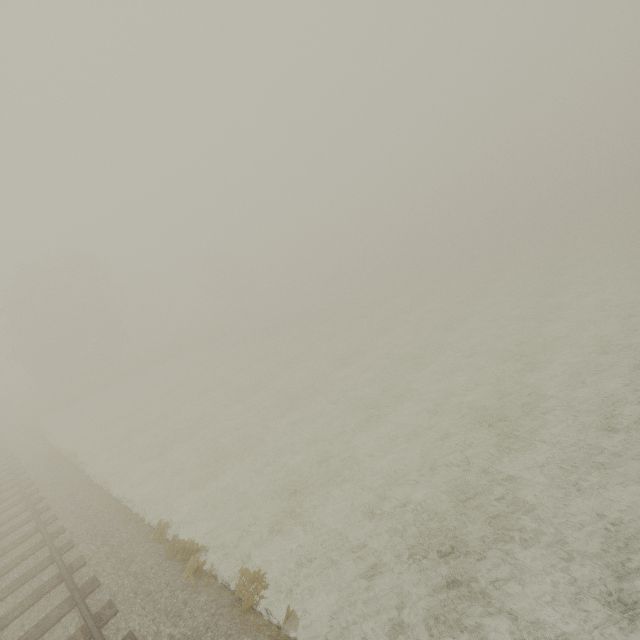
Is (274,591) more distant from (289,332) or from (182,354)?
(182,354)
